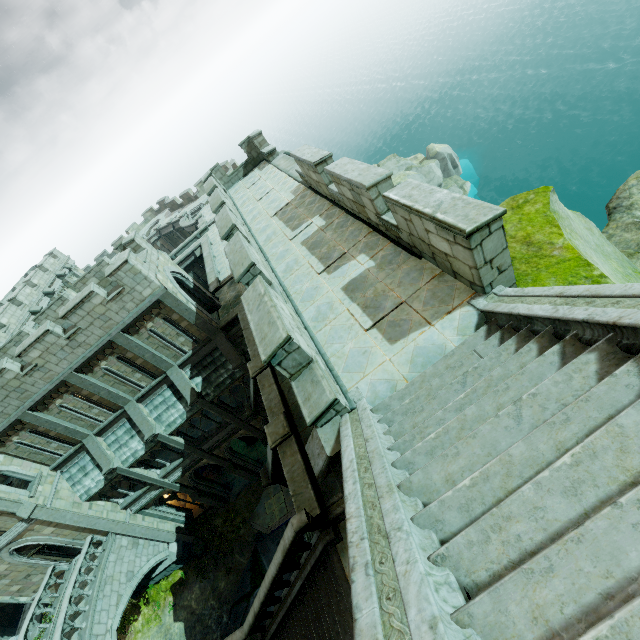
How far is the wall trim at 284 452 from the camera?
9.02m

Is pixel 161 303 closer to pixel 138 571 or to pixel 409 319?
pixel 409 319

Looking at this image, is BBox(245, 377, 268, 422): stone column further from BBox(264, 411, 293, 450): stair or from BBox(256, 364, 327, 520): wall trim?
BBox(256, 364, 327, 520): wall trim

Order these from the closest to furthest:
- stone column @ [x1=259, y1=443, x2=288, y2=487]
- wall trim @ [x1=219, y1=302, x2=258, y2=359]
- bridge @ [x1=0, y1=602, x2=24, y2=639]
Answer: stone column @ [x1=259, y1=443, x2=288, y2=487], wall trim @ [x1=219, y1=302, x2=258, y2=359], bridge @ [x1=0, y1=602, x2=24, y2=639]

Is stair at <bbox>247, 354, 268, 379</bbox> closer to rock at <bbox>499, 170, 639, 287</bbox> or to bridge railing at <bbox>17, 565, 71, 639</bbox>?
rock at <bbox>499, 170, 639, 287</bbox>

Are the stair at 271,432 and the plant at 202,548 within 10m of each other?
no

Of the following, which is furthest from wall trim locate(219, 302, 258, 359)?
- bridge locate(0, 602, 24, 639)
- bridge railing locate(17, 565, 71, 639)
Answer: bridge locate(0, 602, 24, 639)

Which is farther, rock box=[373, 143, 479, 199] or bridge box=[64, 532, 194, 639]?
rock box=[373, 143, 479, 199]
